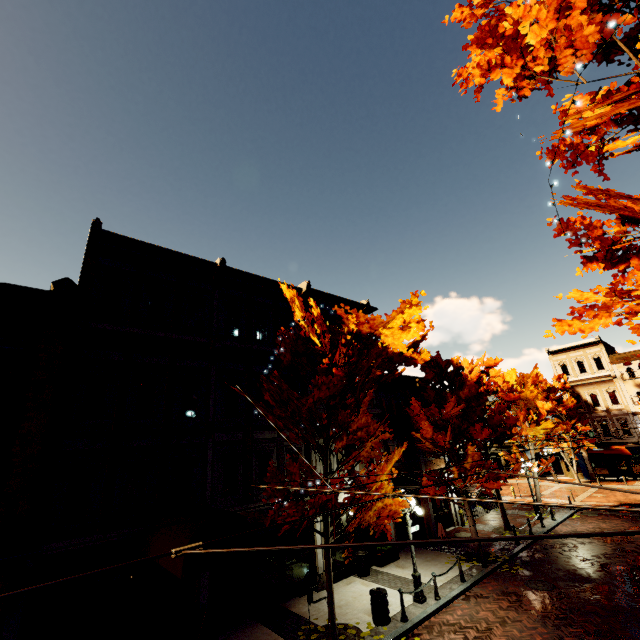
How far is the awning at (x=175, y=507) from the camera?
10.2m

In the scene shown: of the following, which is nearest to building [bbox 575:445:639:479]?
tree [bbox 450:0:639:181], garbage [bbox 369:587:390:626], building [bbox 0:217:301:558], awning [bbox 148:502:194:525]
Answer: tree [bbox 450:0:639:181]

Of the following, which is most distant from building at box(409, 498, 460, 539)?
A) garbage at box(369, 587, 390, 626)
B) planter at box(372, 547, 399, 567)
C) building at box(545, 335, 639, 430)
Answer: building at box(545, 335, 639, 430)

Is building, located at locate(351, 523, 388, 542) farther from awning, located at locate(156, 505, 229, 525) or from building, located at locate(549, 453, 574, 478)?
building, located at locate(549, 453, 574, 478)

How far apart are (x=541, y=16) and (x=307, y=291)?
14.3 meters

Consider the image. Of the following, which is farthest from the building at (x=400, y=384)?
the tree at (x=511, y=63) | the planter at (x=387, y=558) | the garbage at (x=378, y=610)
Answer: the garbage at (x=378, y=610)

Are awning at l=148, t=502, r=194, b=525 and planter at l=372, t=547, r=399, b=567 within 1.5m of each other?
no

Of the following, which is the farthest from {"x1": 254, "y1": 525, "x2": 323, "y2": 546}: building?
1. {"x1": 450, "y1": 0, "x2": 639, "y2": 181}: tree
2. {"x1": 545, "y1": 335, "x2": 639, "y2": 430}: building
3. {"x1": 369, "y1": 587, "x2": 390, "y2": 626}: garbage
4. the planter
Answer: {"x1": 545, "y1": 335, "x2": 639, "y2": 430}: building
